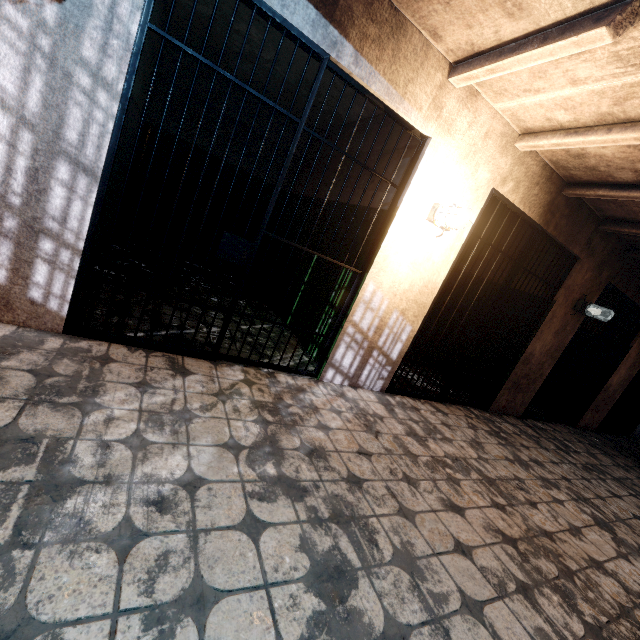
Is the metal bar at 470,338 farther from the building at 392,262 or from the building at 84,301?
the building at 84,301

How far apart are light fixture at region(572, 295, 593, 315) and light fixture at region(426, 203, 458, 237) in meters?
2.9 m

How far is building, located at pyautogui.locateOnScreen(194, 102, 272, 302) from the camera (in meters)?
4.85

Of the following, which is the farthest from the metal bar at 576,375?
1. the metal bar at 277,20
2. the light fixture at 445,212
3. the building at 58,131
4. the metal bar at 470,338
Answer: the metal bar at 277,20

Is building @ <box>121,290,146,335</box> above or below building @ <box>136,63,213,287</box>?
below

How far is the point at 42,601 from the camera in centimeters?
94cm

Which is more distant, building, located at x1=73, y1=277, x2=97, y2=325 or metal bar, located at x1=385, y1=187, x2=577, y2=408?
metal bar, located at x1=385, y1=187, x2=577, y2=408
